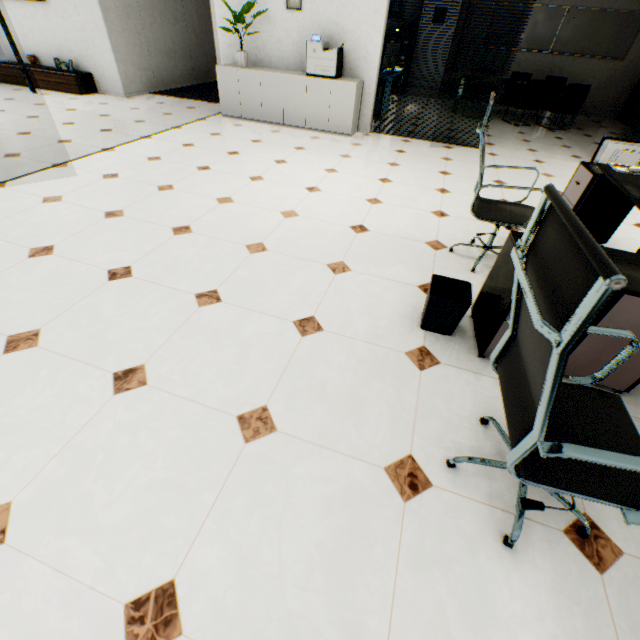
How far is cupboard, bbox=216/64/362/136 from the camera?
5.4m

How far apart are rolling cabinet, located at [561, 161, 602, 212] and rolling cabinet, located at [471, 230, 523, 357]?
1.6 meters

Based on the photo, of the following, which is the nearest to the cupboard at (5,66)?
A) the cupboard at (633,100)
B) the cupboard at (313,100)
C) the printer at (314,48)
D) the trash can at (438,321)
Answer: the cupboard at (313,100)

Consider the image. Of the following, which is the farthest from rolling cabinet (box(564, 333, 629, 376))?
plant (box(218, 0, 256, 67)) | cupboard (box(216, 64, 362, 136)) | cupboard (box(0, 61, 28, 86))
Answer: cupboard (box(0, 61, 28, 86))

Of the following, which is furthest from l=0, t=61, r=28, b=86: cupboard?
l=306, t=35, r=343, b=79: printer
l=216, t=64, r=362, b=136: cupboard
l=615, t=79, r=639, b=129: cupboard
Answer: l=615, t=79, r=639, b=129: cupboard

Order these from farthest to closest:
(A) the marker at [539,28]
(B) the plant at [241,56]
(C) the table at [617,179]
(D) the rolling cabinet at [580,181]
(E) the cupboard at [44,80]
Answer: (A) the marker at [539,28]
(E) the cupboard at [44,80]
(B) the plant at [241,56]
(D) the rolling cabinet at [580,181]
(C) the table at [617,179]

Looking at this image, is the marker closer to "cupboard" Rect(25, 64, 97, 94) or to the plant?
the plant

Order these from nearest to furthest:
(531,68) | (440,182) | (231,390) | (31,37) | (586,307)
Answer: (586,307)
(231,390)
(440,182)
(31,37)
(531,68)
